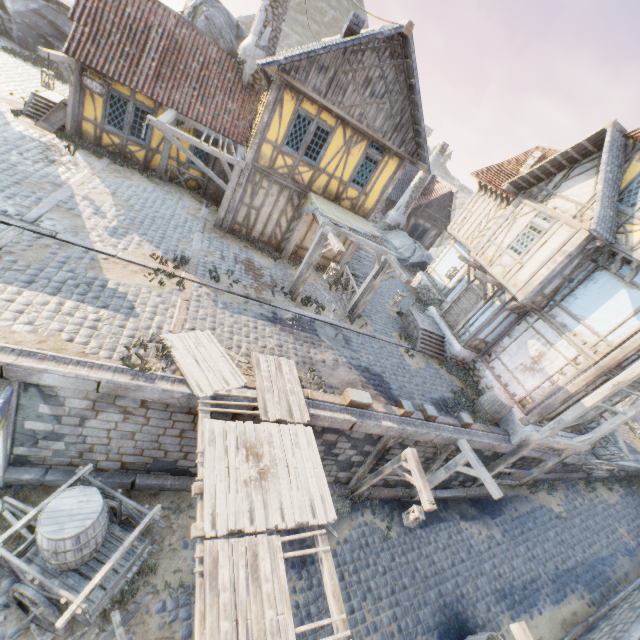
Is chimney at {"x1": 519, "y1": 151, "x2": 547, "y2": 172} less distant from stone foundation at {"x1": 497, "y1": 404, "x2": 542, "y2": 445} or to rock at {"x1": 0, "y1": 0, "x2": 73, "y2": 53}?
stone foundation at {"x1": 497, "y1": 404, "x2": 542, "y2": 445}

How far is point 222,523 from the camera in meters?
5.1

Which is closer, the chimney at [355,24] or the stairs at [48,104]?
the chimney at [355,24]

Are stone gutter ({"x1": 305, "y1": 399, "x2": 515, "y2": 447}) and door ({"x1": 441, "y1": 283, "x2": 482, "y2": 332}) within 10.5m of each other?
yes

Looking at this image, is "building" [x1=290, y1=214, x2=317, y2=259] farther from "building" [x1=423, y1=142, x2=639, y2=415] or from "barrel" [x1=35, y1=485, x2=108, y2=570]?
"barrel" [x1=35, y1=485, x2=108, y2=570]

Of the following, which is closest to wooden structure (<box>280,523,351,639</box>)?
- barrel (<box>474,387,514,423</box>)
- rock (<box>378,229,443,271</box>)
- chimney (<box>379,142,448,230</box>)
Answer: barrel (<box>474,387,514,423</box>)

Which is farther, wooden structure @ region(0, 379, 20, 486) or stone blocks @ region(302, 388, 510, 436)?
stone blocks @ region(302, 388, 510, 436)

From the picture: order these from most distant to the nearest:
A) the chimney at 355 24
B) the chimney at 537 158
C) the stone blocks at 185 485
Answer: the chimney at 537 158 < the chimney at 355 24 < the stone blocks at 185 485
